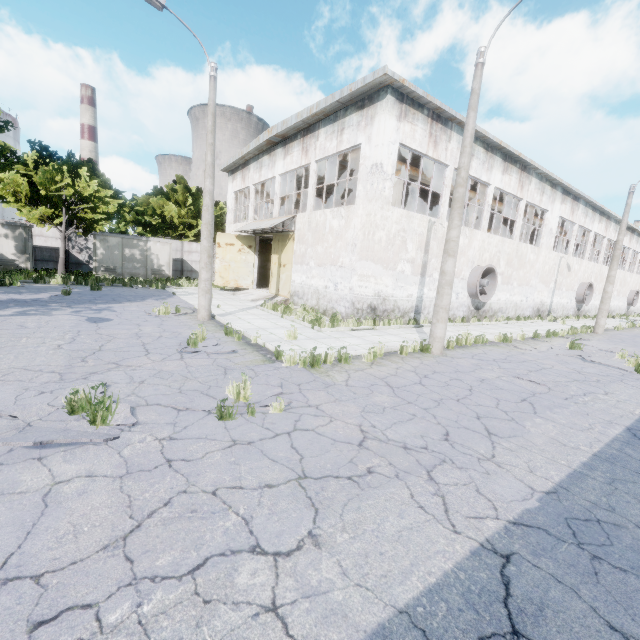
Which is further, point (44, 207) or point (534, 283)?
point (534, 283)

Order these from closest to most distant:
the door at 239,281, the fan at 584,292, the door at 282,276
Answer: the door at 282,276 → the door at 239,281 → the fan at 584,292

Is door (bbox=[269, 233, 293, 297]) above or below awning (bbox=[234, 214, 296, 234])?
below

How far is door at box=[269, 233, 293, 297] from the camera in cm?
1939

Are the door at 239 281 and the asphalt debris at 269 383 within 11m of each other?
no

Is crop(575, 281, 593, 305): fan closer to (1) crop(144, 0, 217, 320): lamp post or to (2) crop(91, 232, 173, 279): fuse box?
(1) crop(144, 0, 217, 320): lamp post

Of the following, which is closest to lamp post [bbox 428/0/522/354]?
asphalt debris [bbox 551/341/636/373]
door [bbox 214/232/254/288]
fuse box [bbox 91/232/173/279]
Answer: asphalt debris [bbox 551/341/636/373]

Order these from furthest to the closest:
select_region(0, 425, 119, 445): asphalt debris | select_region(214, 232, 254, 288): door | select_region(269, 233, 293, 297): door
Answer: select_region(214, 232, 254, 288): door, select_region(269, 233, 293, 297): door, select_region(0, 425, 119, 445): asphalt debris
